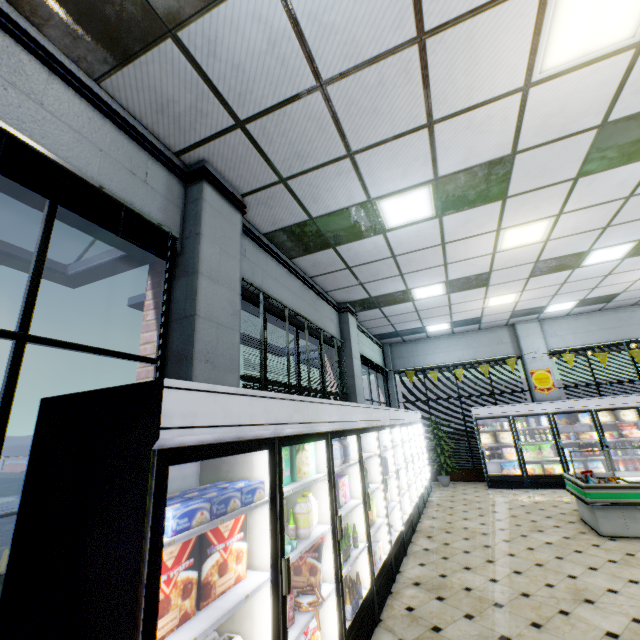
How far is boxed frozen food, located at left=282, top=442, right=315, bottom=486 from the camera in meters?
2.6 m

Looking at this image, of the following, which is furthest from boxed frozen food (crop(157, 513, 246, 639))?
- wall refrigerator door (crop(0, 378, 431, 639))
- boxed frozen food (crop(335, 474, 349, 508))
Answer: boxed frozen food (crop(335, 474, 349, 508))

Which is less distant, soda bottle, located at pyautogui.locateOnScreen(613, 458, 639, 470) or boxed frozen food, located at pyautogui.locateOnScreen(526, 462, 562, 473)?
soda bottle, located at pyautogui.locateOnScreen(613, 458, 639, 470)

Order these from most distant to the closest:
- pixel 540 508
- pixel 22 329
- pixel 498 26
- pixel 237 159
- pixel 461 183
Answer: pixel 540 508 → pixel 461 183 → pixel 237 159 → pixel 498 26 → pixel 22 329

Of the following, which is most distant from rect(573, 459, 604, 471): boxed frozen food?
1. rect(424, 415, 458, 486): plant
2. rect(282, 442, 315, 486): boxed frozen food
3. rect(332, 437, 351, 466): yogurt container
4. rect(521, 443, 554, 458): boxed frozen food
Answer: rect(282, 442, 315, 486): boxed frozen food

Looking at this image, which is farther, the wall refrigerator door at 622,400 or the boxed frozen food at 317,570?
the wall refrigerator door at 622,400

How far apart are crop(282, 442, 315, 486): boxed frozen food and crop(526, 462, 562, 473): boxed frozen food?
9.37m

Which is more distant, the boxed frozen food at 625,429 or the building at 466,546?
the boxed frozen food at 625,429
